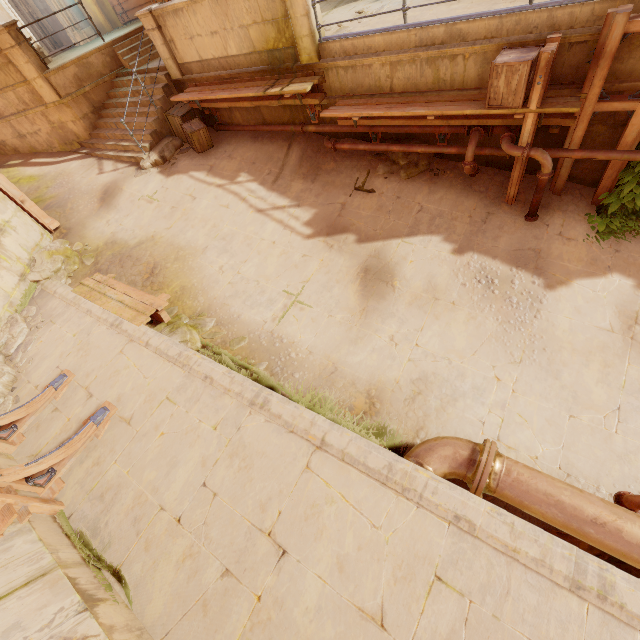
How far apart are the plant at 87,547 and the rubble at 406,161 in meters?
8.2

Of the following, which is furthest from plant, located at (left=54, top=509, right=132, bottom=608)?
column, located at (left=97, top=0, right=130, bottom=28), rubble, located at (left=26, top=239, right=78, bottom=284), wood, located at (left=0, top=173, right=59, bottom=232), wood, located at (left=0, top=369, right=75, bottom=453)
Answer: column, located at (left=97, top=0, right=130, bottom=28)

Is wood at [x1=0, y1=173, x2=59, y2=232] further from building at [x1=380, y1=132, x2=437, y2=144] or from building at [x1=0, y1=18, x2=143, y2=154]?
building at [x1=380, y1=132, x2=437, y2=144]

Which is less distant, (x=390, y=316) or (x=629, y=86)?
(x=629, y=86)

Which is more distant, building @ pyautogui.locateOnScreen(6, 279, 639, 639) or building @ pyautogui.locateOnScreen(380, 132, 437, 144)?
building @ pyautogui.locateOnScreen(380, 132, 437, 144)

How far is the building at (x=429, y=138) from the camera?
7.04m

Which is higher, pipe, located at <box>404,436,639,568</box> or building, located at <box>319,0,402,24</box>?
building, located at <box>319,0,402,24</box>

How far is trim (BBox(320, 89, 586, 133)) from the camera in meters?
5.2 m
